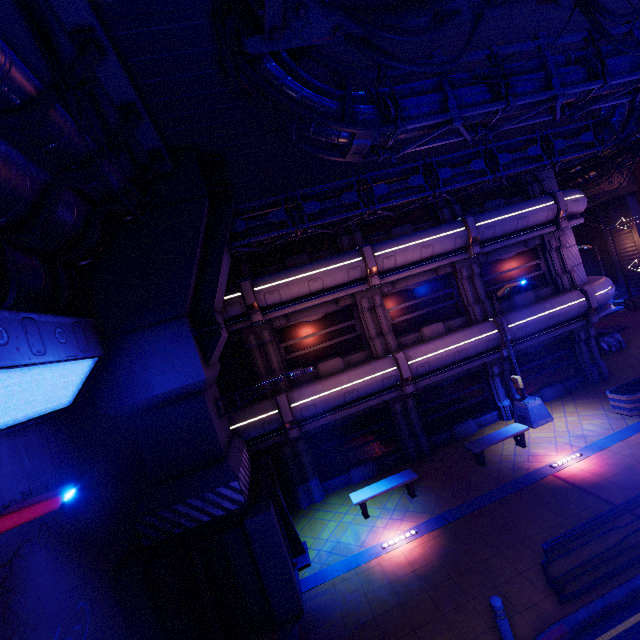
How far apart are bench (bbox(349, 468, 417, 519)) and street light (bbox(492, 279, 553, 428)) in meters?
5.6 m

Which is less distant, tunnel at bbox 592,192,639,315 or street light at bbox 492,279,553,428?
street light at bbox 492,279,553,428

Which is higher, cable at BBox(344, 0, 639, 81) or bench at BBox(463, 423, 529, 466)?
cable at BBox(344, 0, 639, 81)

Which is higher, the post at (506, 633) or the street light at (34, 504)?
the street light at (34, 504)

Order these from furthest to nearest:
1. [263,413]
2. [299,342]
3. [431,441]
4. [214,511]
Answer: [431,441] < [299,342] < [263,413] < [214,511]

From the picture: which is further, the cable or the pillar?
the pillar

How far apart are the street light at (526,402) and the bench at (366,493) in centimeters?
559cm

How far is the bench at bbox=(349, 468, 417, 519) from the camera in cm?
1104
